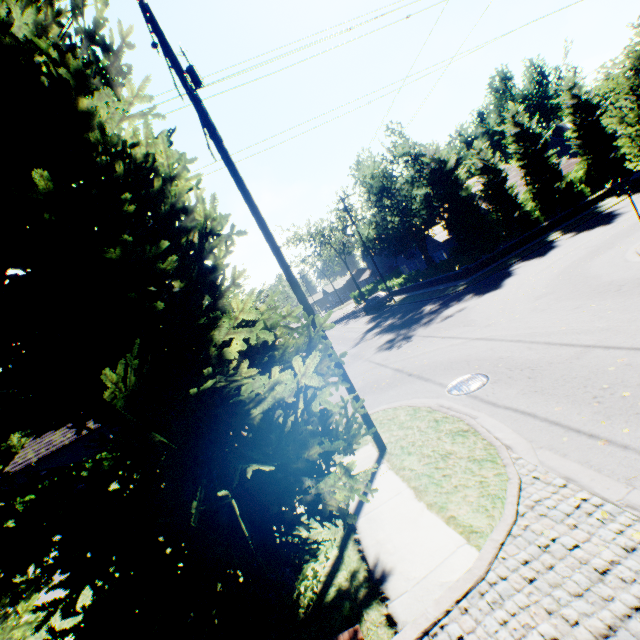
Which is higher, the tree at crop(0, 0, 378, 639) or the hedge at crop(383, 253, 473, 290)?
the tree at crop(0, 0, 378, 639)

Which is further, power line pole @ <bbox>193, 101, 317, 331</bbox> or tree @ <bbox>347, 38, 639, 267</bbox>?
tree @ <bbox>347, 38, 639, 267</bbox>

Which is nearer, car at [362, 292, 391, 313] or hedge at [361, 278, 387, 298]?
car at [362, 292, 391, 313]

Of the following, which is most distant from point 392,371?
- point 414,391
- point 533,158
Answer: point 533,158

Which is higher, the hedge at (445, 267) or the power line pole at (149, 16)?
the power line pole at (149, 16)

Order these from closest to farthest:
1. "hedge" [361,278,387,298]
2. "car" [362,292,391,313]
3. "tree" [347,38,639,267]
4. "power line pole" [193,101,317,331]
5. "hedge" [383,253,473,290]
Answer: "power line pole" [193,101,317,331]
"tree" [347,38,639,267]
"hedge" [383,253,473,290]
"car" [362,292,391,313]
"hedge" [361,278,387,298]

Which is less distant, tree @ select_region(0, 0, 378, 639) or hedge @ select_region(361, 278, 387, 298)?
tree @ select_region(0, 0, 378, 639)

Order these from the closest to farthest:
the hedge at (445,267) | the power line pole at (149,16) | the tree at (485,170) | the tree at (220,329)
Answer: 1. the tree at (220,329)
2. the power line pole at (149,16)
3. the tree at (485,170)
4. the hedge at (445,267)
